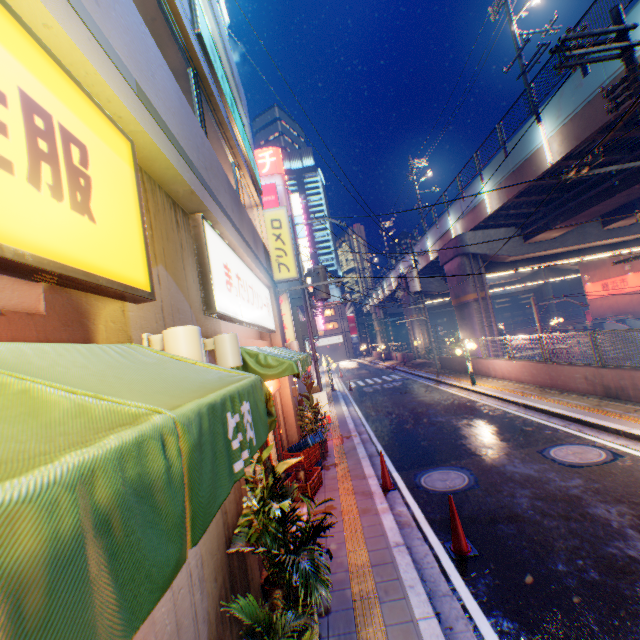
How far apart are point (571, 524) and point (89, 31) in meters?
8.2 m

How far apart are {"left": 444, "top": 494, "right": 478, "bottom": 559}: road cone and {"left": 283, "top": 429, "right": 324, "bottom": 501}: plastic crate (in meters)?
2.97

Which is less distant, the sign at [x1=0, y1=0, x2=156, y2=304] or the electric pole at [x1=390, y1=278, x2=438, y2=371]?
the sign at [x1=0, y1=0, x2=156, y2=304]

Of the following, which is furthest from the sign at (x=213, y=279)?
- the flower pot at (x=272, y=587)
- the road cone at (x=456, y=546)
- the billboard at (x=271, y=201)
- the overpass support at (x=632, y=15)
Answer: the billboard at (x=271, y=201)

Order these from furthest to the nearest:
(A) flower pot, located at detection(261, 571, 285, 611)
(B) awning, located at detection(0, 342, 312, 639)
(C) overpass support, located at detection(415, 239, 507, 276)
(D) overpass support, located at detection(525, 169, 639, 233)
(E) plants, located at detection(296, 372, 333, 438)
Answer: (C) overpass support, located at detection(415, 239, 507, 276), (D) overpass support, located at detection(525, 169, 639, 233), (E) plants, located at detection(296, 372, 333, 438), (A) flower pot, located at detection(261, 571, 285, 611), (B) awning, located at detection(0, 342, 312, 639)

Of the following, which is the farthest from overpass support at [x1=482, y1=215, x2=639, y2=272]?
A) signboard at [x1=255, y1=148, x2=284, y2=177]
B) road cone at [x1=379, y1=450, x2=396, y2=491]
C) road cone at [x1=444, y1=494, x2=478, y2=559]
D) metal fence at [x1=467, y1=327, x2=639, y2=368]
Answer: signboard at [x1=255, y1=148, x2=284, y2=177]

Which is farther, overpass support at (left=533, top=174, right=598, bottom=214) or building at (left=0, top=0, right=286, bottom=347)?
overpass support at (left=533, top=174, right=598, bottom=214)

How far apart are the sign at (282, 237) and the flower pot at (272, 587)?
7.9m
